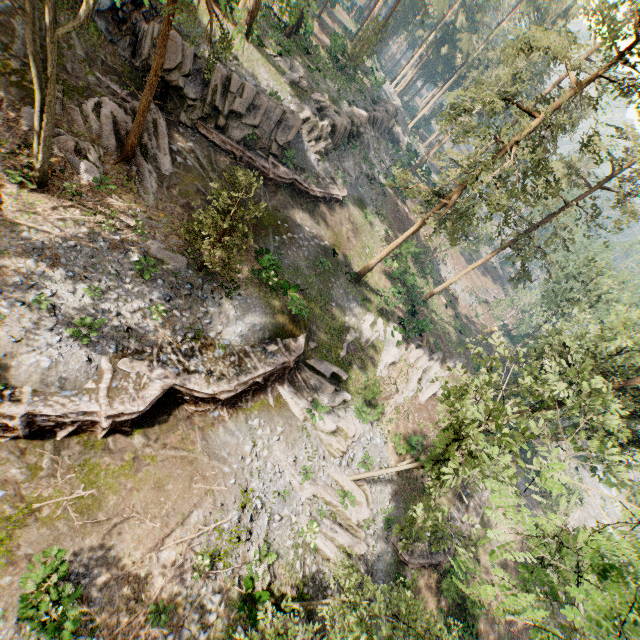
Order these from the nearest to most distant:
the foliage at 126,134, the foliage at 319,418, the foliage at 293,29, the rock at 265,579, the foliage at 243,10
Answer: the foliage at 293,29 < the foliage at 243,10 < the foliage at 126,134 < the rock at 265,579 < the foliage at 319,418

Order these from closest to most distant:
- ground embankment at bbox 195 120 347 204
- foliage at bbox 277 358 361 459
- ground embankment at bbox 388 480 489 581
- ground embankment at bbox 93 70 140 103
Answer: ground embankment at bbox 93 70 140 103 < foliage at bbox 277 358 361 459 < ground embankment at bbox 195 120 347 204 < ground embankment at bbox 388 480 489 581

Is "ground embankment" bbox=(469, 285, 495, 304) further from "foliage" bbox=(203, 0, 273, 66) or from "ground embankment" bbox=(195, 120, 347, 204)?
"ground embankment" bbox=(195, 120, 347, 204)

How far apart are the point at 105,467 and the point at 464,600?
27.73m

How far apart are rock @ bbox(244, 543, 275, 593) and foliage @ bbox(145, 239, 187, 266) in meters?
14.0 m

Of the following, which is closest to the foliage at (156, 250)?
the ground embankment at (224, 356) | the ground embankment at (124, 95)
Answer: the ground embankment at (224, 356)

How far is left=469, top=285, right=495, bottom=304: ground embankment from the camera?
54.13m

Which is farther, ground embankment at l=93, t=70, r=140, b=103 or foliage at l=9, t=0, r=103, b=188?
ground embankment at l=93, t=70, r=140, b=103
